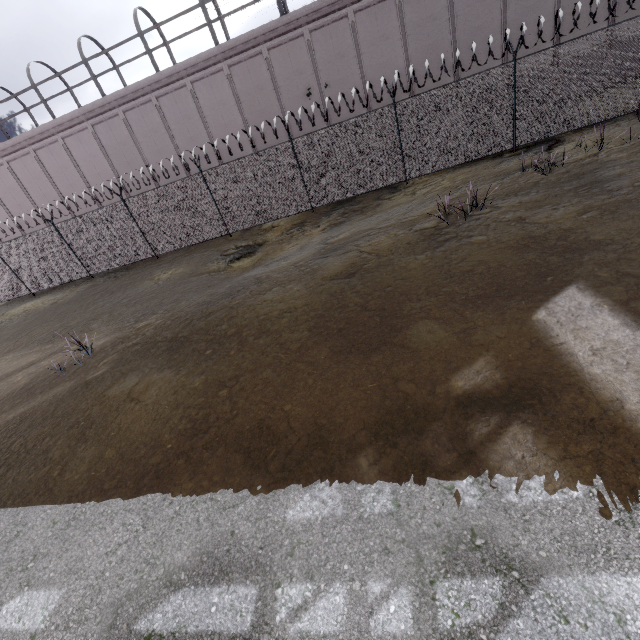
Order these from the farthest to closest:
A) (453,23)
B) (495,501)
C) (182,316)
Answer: (453,23), (182,316), (495,501)
